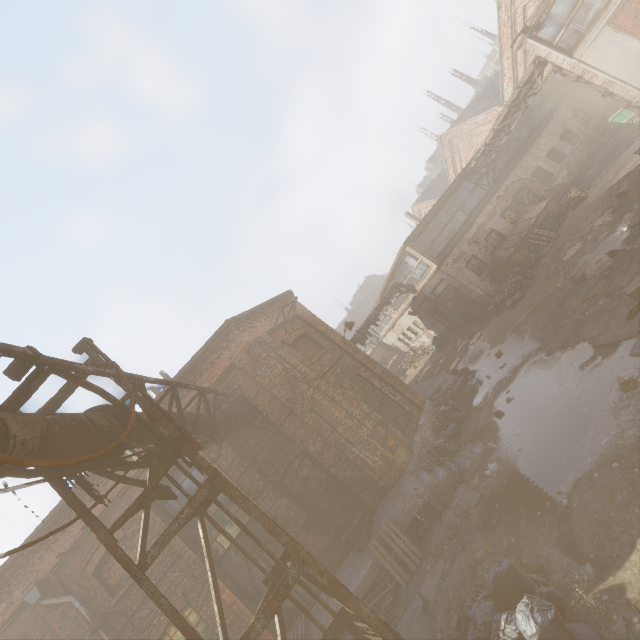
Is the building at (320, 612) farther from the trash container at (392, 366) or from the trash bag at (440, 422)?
the trash container at (392, 366)

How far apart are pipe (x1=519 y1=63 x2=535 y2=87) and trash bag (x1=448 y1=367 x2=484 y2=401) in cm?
1334

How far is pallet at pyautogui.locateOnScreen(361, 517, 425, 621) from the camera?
7.44m

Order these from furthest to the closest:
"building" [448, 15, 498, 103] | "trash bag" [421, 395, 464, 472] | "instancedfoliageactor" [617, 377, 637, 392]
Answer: "building" [448, 15, 498, 103] < "trash bag" [421, 395, 464, 472] < "instancedfoliageactor" [617, 377, 637, 392]

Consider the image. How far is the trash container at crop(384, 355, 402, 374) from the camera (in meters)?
33.34

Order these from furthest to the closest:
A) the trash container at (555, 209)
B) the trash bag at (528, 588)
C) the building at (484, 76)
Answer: the building at (484, 76) → the trash container at (555, 209) → the trash bag at (528, 588)

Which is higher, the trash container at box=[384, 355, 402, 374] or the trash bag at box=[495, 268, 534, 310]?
the trash container at box=[384, 355, 402, 374]

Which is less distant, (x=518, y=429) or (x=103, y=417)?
(x=103, y=417)
